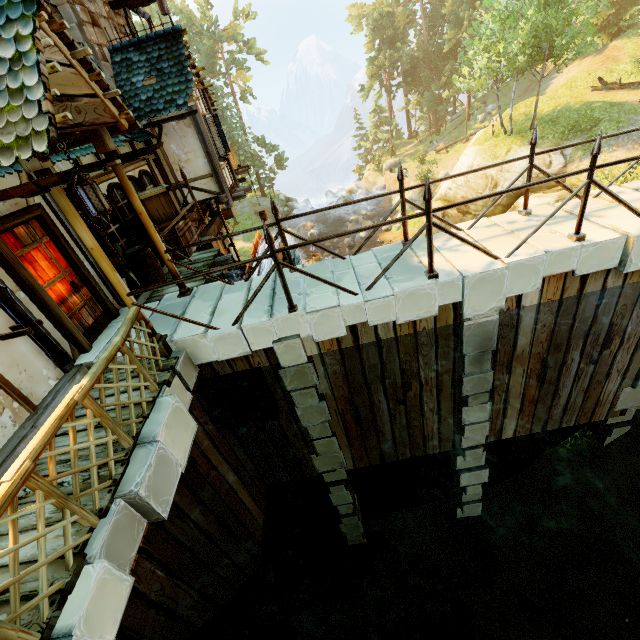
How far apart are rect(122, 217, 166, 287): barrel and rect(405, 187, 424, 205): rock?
26.6 meters

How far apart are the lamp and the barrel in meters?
2.4

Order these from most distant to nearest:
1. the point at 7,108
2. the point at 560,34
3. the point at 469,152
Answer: the point at 469,152, the point at 560,34, the point at 7,108

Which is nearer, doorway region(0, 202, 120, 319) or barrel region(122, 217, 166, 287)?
doorway region(0, 202, 120, 319)

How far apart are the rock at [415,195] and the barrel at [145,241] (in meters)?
26.59

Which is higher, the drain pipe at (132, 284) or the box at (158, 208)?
the box at (158, 208)

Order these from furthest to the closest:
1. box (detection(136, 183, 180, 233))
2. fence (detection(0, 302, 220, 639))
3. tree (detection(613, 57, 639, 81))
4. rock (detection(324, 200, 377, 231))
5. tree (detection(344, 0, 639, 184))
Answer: rock (detection(324, 200, 377, 231)) < tree (detection(613, 57, 639, 81)) < tree (detection(344, 0, 639, 184)) < box (detection(136, 183, 180, 233)) < fence (detection(0, 302, 220, 639))

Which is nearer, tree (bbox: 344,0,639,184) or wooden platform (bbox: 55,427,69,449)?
wooden platform (bbox: 55,427,69,449)
